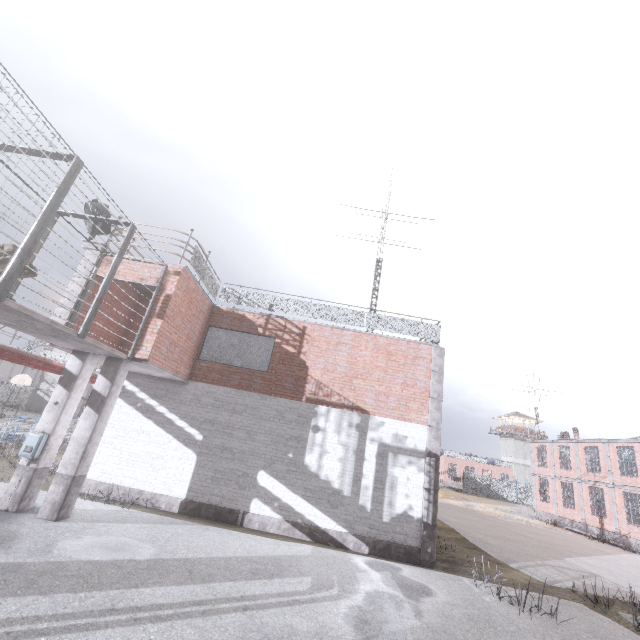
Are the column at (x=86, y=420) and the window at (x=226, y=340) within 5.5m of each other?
yes

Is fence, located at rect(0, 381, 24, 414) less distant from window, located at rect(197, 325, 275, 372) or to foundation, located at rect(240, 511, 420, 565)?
foundation, located at rect(240, 511, 420, 565)

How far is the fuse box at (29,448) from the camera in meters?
7.9 m

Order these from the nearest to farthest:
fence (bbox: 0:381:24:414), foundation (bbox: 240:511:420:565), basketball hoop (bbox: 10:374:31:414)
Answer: foundation (bbox: 240:511:420:565) → basketball hoop (bbox: 10:374:31:414) → fence (bbox: 0:381:24:414)

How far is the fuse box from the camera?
7.90m

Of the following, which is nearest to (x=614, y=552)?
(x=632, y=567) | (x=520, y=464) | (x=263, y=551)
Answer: (x=632, y=567)

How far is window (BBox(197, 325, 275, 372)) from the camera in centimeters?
1209cm

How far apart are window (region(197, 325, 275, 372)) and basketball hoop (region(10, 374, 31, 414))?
24.8 meters
